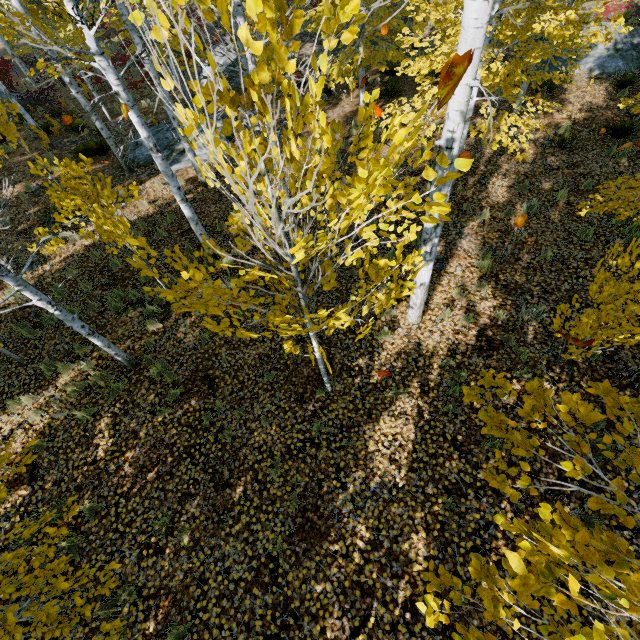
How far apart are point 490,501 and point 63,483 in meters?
6.4 m

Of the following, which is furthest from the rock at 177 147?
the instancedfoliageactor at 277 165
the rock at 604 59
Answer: the rock at 604 59

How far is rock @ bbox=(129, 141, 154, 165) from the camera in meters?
12.2

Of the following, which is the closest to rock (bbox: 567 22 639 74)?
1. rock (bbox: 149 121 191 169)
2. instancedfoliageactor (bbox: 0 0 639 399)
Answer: instancedfoliageactor (bbox: 0 0 639 399)

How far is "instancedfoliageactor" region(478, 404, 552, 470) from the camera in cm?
178

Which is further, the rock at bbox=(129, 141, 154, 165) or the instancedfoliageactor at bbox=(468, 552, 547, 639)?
the rock at bbox=(129, 141, 154, 165)
